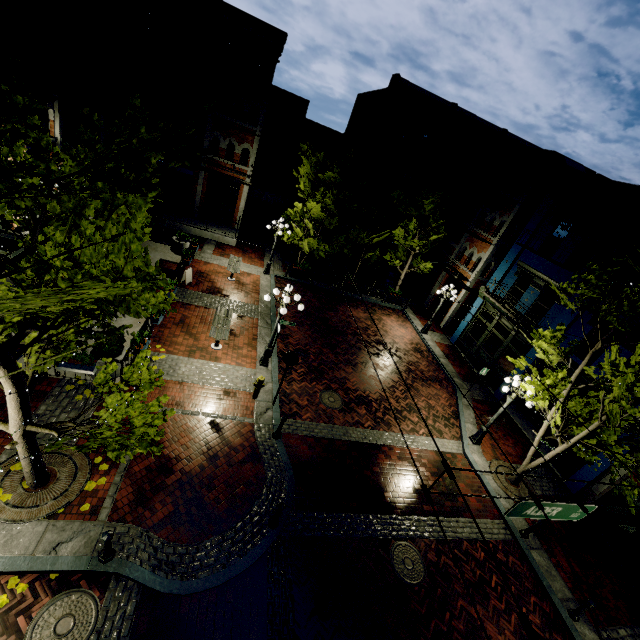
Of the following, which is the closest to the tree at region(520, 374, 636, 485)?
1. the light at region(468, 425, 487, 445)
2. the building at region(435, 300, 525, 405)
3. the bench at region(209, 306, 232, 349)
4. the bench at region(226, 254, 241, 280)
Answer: the building at region(435, 300, 525, 405)

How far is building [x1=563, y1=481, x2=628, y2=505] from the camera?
11.8m

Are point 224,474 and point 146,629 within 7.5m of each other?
yes

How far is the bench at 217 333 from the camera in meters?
12.6

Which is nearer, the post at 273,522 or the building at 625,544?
the post at 273,522

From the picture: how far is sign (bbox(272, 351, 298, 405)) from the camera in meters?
10.3 m

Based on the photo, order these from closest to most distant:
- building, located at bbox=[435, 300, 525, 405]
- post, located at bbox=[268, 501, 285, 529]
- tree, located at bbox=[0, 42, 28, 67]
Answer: tree, located at bbox=[0, 42, 28, 67]
post, located at bbox=[268, 501, 285, 529]
building, located at bbox=[435, 300, 525, 405]

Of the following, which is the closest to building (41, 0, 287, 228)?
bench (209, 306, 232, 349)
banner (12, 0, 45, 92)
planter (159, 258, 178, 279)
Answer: banner (12, 0, 45, 92)
